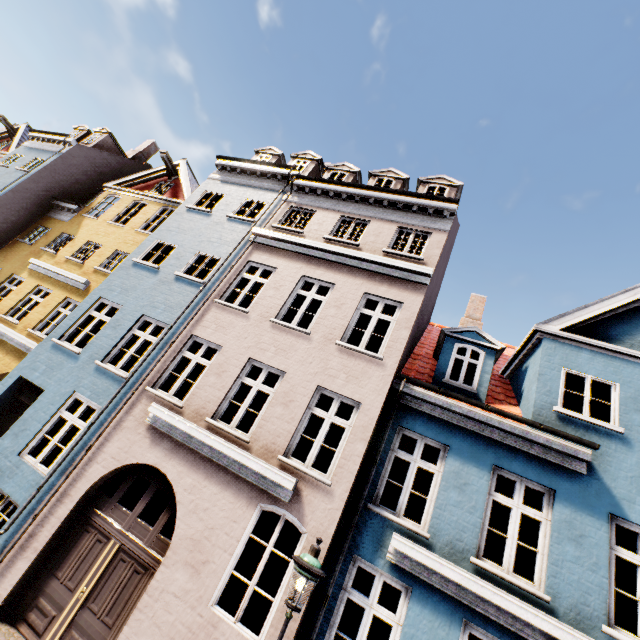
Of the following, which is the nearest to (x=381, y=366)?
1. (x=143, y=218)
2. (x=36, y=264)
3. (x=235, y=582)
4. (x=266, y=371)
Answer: (x=266, y=371)

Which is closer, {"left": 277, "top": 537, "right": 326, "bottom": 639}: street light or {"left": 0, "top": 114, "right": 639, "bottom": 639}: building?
{"left": 277, "top": 537, "right": 326, "bottom": 639}: street light

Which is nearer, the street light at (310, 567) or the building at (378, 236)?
the street light at (310, 567)
